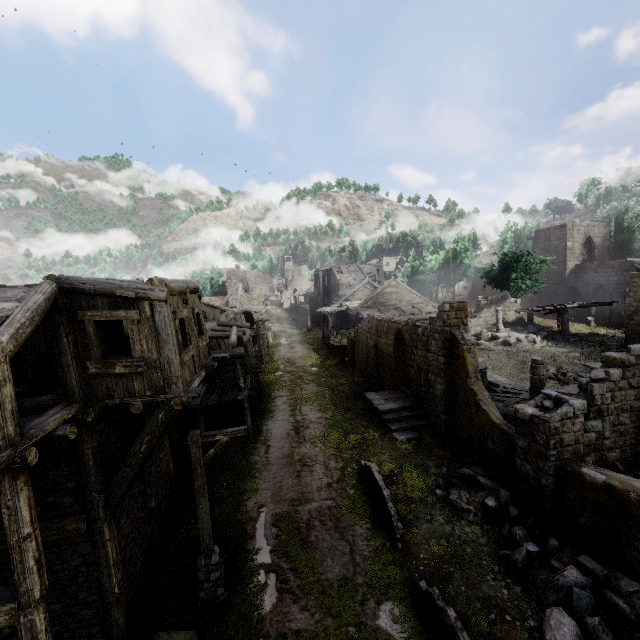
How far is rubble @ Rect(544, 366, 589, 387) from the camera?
20.0m

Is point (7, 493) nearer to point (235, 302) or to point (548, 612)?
point (548, 612)

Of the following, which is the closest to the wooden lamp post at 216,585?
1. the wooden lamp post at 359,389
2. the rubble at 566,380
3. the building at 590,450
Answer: the building at 590,450

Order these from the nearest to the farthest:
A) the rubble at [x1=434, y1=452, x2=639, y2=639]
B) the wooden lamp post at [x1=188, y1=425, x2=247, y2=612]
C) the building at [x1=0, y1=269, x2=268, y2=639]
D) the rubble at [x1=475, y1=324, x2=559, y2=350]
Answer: the building at [x1=0, y1=269, x2=268, y2=639]
the rubble at [x1=434, y1=452, x2=639, y2=639]
the wooden lamp post at [x1=188, y1=425, x2=247, y2=612]
the rubble at [x1=475, y1=324, x2=559, y2=350]

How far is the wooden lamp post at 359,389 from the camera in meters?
22.0 m

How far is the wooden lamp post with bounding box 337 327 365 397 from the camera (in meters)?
22.02

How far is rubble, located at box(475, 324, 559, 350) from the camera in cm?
2700

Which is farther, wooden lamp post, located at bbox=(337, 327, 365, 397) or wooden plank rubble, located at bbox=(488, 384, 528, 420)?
wooden lamp post, located at bbox=(337, 327, 365, 397)
